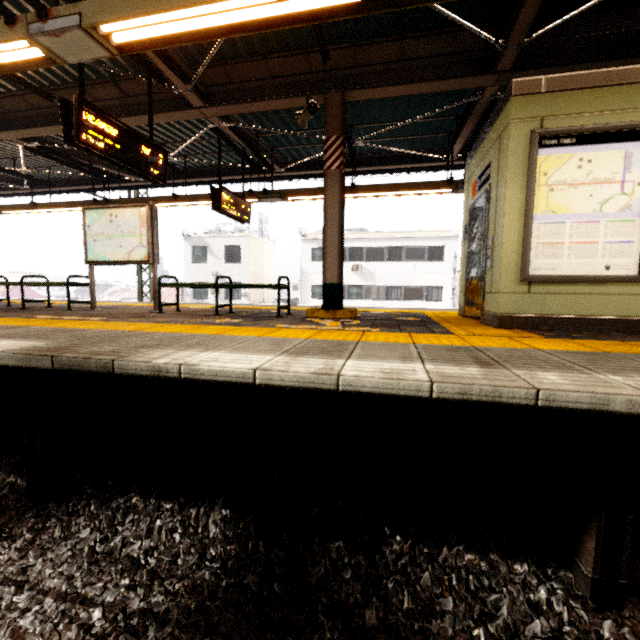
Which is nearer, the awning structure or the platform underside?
the platform underside

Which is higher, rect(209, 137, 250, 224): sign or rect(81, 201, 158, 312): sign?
rect(209, 137, 250, 224): sign

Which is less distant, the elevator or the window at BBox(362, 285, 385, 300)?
Answer: the elevator

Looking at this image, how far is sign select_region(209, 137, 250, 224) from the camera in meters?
6.8 m

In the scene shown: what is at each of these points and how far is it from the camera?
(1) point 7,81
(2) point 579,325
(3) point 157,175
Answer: (1) awning structure, 5.77m
(2) elevator, 3.90m
(3) sign, 4.98m

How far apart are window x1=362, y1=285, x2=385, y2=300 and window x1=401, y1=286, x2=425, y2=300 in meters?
1.1

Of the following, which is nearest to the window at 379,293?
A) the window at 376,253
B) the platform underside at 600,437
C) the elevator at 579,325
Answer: the window at 376,253

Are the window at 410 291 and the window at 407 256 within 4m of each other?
yes
